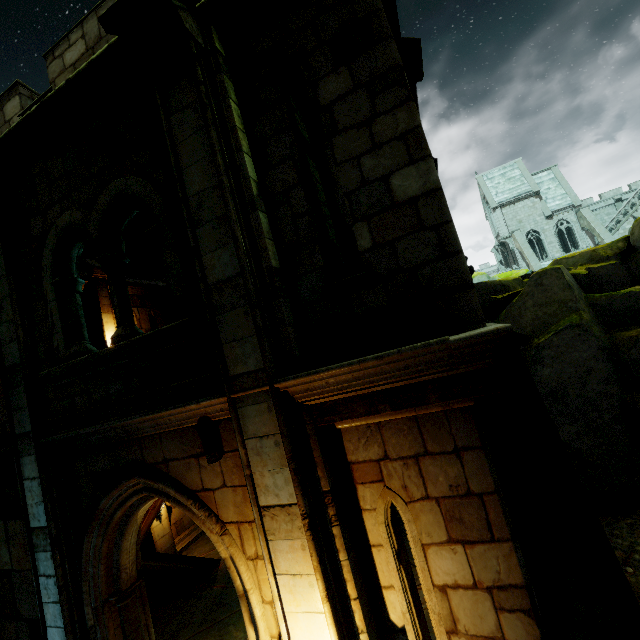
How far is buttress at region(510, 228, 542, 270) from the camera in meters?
35.7 m

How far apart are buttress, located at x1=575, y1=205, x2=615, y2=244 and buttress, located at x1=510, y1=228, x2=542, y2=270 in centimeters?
590cm

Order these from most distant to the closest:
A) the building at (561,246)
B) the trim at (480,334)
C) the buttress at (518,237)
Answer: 1. the building at (561,246)
2. the buttress at (518,237)
3. the trim at (480,334)

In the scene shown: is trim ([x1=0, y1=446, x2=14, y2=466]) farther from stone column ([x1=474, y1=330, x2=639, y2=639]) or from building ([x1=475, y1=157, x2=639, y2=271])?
building ([x1=475, y1=157, x2=639, y2=271])

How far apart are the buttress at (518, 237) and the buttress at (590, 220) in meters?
5.9

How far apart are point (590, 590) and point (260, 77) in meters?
7.0 m

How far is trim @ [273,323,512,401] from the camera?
2.43m

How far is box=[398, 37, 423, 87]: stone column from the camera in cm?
452
